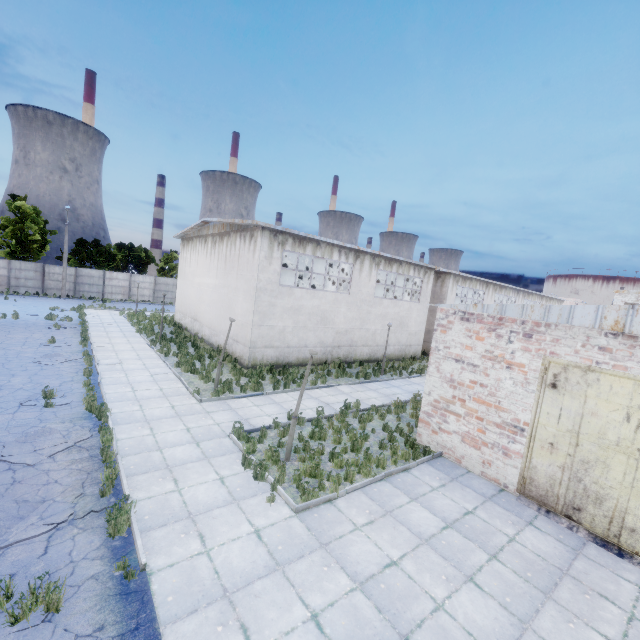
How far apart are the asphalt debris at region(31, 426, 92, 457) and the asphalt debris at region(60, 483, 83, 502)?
1.4 meters

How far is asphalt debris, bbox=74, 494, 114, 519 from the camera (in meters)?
6.43

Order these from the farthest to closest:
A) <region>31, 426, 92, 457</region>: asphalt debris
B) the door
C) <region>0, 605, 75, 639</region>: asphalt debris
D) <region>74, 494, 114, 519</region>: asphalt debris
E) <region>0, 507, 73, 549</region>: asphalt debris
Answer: <region>31, 426, 92, 457</region>: asphalt debris, the door, <region>74, 494, 114, 519</region>: asphalt debris, <region>0, 507, 73, 549</region>: asphalt debris, <region>0, 605, 75, 639</region>: asphalt debris

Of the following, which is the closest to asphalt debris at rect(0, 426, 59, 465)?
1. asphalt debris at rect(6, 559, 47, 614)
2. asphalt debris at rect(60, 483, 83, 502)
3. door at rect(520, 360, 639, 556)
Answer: asphalt debris at rect(60, 483, 83, 502)

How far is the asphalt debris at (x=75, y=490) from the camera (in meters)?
6.79

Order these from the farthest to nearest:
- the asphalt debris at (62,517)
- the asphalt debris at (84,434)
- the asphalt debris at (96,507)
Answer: the asphalt debris at (84,434) → the asphalt debris at (96,507) → the asphalt debris at (62,517)

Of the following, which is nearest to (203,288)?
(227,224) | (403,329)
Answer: (227,224)

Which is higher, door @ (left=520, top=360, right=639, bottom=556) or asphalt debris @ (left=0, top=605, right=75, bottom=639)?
door @ (left=520, top=360, right=639, bottom=556)
